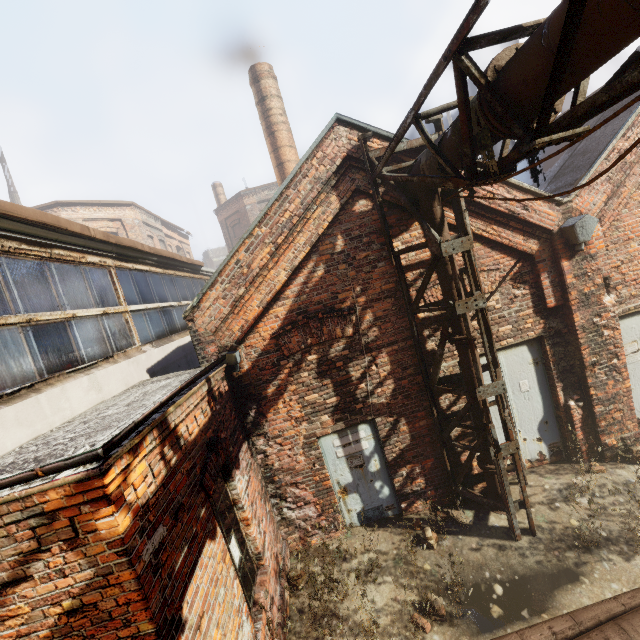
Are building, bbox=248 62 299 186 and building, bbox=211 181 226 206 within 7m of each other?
no

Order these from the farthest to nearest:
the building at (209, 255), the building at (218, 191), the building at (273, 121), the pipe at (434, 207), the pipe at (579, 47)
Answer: the building at (209, 255) → the building at (218, 191) → the building at (273, 121) → the pipe at (434, 207) → the pipe at (579, 47)

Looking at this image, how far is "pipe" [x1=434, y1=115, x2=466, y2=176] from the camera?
3.6m

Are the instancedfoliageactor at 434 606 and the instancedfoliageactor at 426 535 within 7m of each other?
yes

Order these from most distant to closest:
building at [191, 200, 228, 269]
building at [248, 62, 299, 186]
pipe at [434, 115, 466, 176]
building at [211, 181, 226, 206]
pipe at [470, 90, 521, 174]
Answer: building at [191, 200, 228, 269]
building at [211, 181, 226, 206]
building at [248, 62, 299, 186]
pipe at [434, 115, 466, 176]
pipe at [470, 90, 521, 174]

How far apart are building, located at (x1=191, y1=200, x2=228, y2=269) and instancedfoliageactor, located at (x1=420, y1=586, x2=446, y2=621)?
59.1m

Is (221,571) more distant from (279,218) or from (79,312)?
(279,218)
